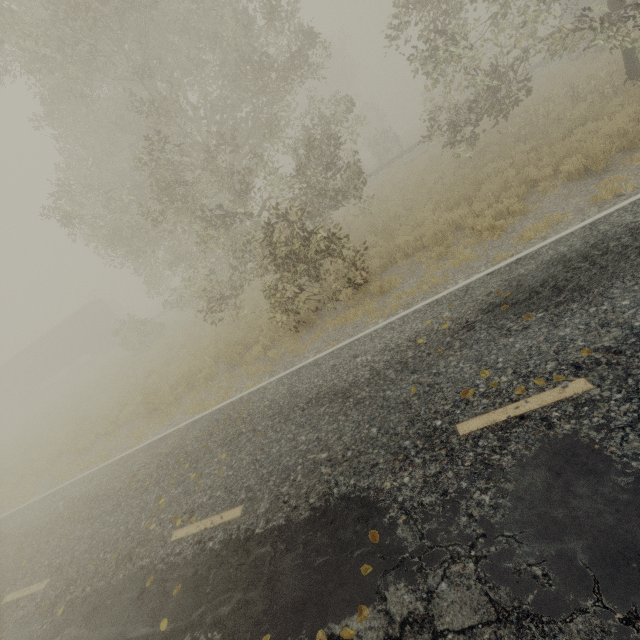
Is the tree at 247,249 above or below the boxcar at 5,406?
above

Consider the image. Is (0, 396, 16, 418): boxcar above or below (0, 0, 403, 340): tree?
below

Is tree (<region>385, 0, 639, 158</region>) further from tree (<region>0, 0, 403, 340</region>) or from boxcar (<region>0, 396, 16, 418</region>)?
boxcar (<region>0, 396, 16, 418</region>)

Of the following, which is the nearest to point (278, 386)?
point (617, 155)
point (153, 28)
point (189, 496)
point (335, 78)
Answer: point (189, 496)

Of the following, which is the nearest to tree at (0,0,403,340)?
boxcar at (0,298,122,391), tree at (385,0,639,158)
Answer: tree at (385,0,639,158)

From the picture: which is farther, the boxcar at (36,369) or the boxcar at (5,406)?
the boxcar at (5,406)
